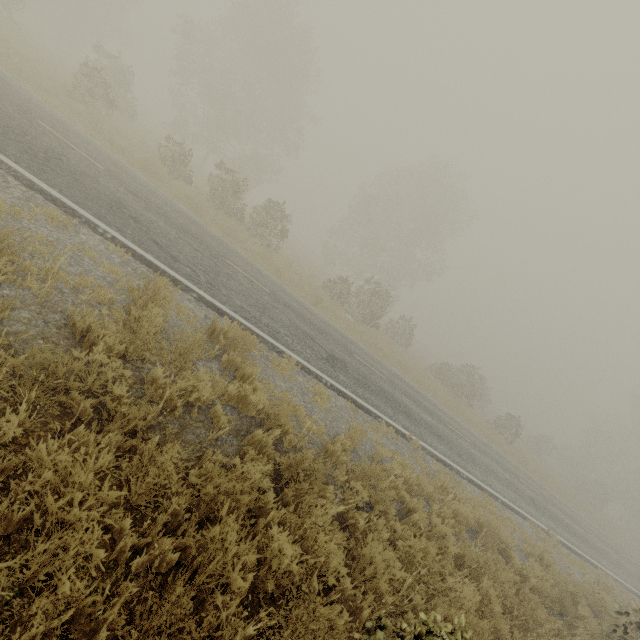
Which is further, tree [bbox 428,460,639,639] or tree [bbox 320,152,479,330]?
tree [bbox 320,152,479,330]

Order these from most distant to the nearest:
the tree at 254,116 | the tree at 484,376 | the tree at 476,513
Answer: the tree at 484,376 → the tree at 254,116 → the tree at 476,513

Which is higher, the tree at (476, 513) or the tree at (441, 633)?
the tree at (441, 633)

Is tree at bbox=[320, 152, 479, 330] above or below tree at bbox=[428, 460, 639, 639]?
above

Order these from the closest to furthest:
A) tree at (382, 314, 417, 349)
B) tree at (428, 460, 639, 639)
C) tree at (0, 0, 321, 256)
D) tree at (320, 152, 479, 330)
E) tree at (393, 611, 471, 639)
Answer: tree at (393, 611, 471, 639)
tree at (428, 460, 639, 639)
tree at (0, 0, 321, 256)
tree at (320, 152, 479, 330)
tree at (382, 314, 417, 349)

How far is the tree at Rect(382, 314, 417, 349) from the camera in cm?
2920

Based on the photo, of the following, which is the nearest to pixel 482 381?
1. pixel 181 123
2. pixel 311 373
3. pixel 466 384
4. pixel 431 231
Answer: pixel 466 384
